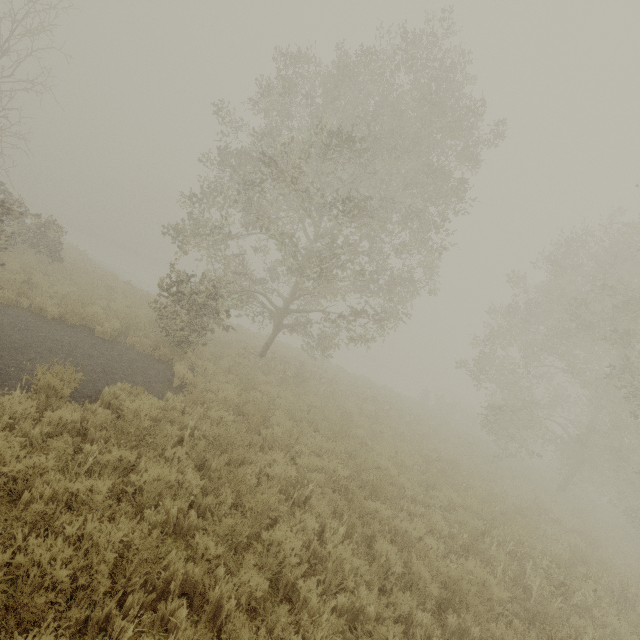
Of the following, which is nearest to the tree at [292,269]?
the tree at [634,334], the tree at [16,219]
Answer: the tree at [634,334]

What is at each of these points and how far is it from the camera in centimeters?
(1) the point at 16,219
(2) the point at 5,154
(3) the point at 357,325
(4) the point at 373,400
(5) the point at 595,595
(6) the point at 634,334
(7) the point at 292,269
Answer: (1) tree, 1052cm
(2) tree, 1343cm
(3) tree, 1454cm
(4) tree, 1750cm
(5) tree, 645cm
(6) tree, 1050cm
(7) tree, 1241cm

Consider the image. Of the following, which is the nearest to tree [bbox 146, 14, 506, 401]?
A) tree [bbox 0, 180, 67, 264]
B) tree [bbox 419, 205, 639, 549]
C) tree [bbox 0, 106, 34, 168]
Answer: tree [bbox 419, 205, 639, 549]

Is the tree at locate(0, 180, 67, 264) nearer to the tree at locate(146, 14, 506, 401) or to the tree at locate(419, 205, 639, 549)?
the tree at locate(146, 14, 506, 401)

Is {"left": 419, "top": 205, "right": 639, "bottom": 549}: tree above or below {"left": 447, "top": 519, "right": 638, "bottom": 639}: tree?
above

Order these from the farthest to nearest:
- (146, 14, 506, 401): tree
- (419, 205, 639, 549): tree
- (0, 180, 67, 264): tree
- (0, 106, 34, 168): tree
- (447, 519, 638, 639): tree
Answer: (419, 205, 639, 549): tree, (0, 106, 34, 168): tree, (146, 14, 506, 401): tree, (0, 180, 67, 264): tree, (447, 519, 638, 639): tree

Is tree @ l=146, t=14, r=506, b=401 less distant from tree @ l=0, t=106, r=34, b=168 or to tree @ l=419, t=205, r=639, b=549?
tree @ l=419, t=205, r=639, b=549

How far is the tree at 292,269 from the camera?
11.0 meters
